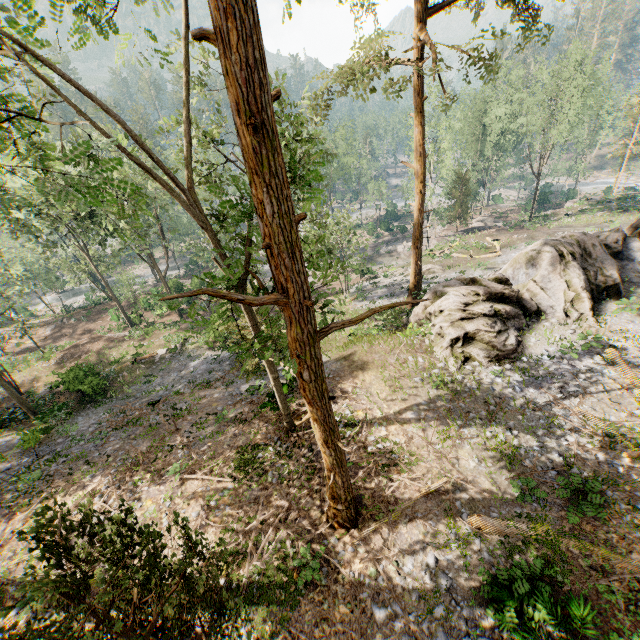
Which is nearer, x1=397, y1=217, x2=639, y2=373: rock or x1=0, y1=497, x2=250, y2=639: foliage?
x1=0, y1=497, x2=250, y2=639: foliage

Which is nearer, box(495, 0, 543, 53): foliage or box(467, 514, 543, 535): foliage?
box(467, 514, 543, 535): foliage

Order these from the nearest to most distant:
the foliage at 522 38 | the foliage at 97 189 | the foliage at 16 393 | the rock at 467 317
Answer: the foliage at 97 189 < the foliage at 522 38 < the rock at 467 317 < the foliage at 16 393

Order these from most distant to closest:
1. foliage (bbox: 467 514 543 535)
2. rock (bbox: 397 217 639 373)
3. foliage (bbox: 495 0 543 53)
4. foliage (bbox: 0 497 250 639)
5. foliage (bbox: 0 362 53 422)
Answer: foliage (bbox: 0 362 53 422)
rock (bbox: 397 217 639 373)
foliage (bbox: 495 0 543 53)
foliage (bbox: 467 514 543 535)
foliage (bbox: 0 497 250 639)

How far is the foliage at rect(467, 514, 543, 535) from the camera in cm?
995

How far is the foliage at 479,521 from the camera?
9.9 meters

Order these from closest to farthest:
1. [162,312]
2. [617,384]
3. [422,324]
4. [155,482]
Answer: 1. [155,482]
2. [617,384]
3. [422,324]
4. [162,312]
